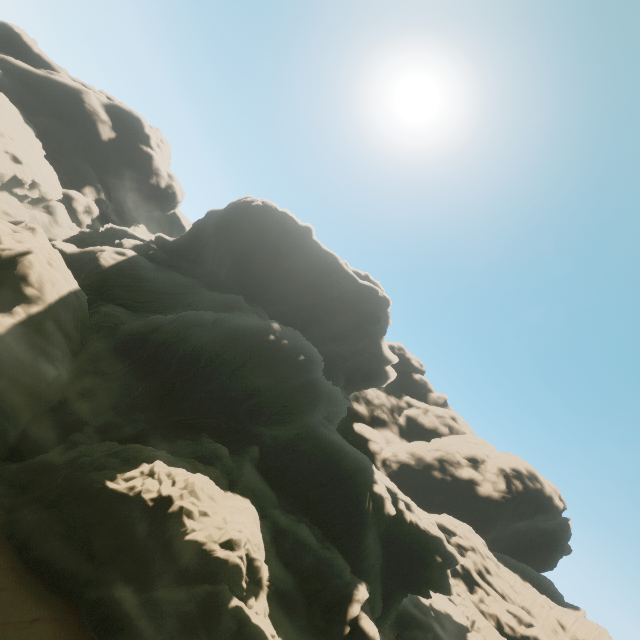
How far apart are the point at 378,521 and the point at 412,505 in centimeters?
666cm

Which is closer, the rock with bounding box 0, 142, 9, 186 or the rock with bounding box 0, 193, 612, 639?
the rock with bounding box 0, 193, 612, 639

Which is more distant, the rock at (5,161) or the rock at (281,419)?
the rock at (5,161)
